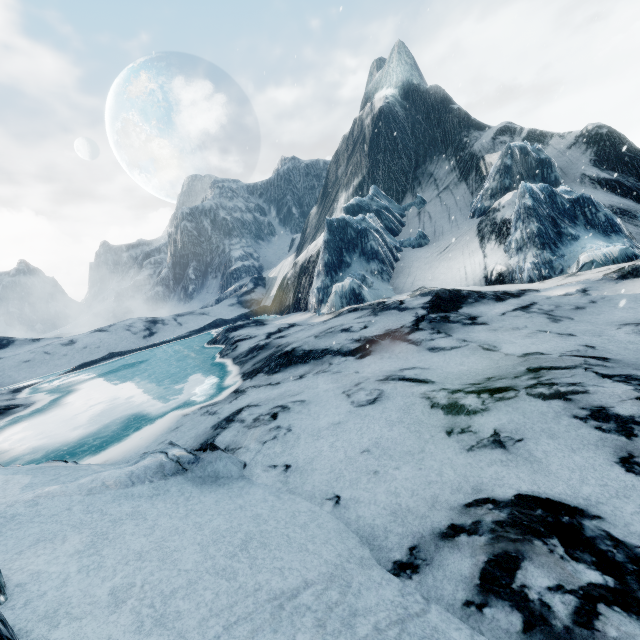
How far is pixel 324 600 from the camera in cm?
257
